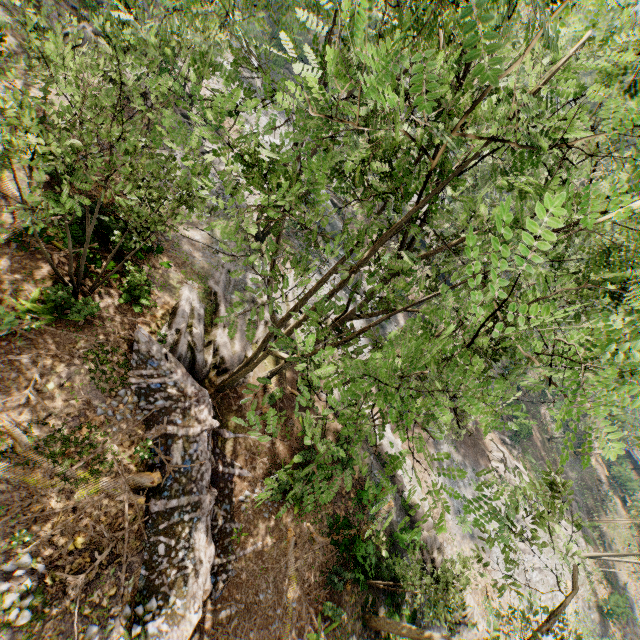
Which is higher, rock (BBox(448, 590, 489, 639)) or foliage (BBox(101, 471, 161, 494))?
foliage (BBox(101, 471, 161, 494))

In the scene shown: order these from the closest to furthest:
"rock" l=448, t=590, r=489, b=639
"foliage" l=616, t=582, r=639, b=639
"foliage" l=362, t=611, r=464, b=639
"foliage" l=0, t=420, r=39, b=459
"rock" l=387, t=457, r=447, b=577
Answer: "foliage" l=0, t=420, r=39, b=459 < "foliage" l=362, t=611, r=464, b=639 < "rock" l=448, t=590, r=489, b=639 < "rock" l=387, t=457, r=447, b=577 < "foliage" l=616, t=582, r=639, b=639

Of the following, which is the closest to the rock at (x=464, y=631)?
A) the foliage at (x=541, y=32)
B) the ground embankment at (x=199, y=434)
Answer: the foliage at (x=541, y=32)

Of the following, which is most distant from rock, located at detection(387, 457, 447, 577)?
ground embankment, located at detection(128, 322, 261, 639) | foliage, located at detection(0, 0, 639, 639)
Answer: ground embankment, located at detection(128, 322, 261, 639)

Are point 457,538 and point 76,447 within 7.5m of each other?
no

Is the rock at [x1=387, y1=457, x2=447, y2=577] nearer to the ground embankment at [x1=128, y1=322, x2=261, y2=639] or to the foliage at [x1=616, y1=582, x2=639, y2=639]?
the foliage at [x1=616, y1=582, x2=639, y2=639]

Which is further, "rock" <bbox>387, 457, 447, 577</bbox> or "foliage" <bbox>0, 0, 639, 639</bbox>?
"rock" <bbox>387, 457, 447, 577</bbox>

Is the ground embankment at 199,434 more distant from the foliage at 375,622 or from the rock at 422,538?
the rock at 422,538
